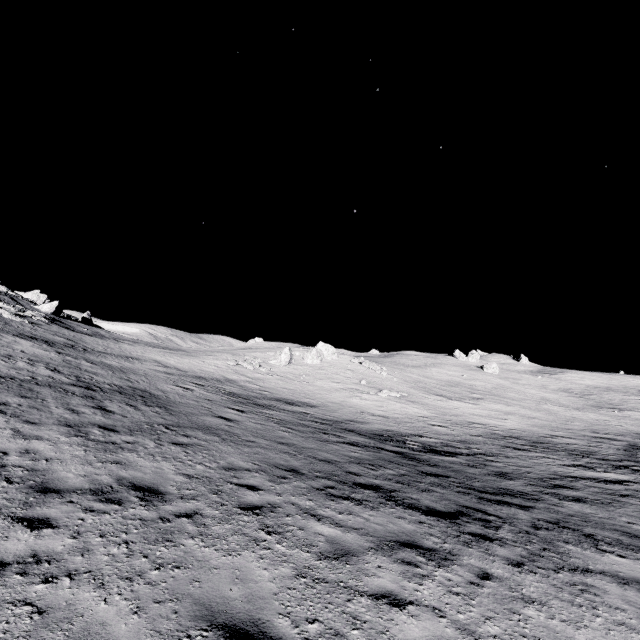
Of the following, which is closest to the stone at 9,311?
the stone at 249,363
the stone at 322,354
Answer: the stone at 249,363

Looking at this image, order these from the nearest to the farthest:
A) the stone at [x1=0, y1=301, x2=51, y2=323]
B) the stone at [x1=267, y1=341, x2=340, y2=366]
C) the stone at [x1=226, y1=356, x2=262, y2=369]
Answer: the stone at [x1=0, y1=301, x2=51, y2=323] < the stone at [x1=226, y1=356, x2=262, y2=369] < the stone at [x1=267, y1=341, x2=340, y2=366]

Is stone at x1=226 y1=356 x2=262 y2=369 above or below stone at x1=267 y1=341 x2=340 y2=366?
below

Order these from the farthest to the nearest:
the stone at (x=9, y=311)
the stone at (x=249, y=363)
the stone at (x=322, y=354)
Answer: the stone at (x=322, y=354) → the stone at (x=249, y=363) → the stone at (x=9, y=311)

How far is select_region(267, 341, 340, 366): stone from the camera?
41.0m

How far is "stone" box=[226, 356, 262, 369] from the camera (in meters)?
35.91

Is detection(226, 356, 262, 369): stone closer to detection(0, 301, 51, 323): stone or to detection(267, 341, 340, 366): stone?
detection(267, 341, 340, 366): stone

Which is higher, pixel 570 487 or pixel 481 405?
pixel 481 405
